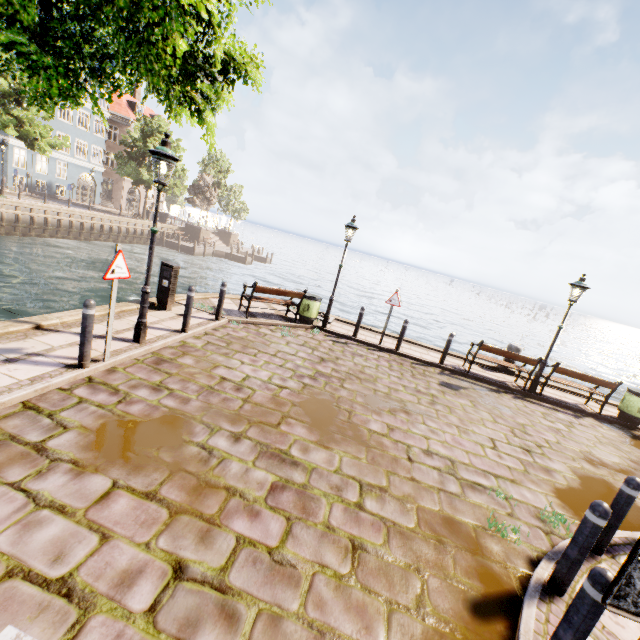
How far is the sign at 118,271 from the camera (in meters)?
4.86

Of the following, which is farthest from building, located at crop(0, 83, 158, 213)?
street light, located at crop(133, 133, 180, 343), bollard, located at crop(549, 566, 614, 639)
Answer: bollard, located at crop(549, 566, 614, 639)

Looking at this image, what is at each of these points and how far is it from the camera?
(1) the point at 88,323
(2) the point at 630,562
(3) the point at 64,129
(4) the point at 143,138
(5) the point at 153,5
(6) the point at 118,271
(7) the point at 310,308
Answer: (1) bollard, 4.8 meters
(2) sign, 1.6 meters
(3) building, 33.2 meters
(4) tree, 31.2 meters
(5) tree, 2.2 meters
(6) sign, 5.0 meters
(7) trash bin, 10.8 meters

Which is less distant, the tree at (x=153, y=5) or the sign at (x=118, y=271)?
the tree at (x=153, y=5)

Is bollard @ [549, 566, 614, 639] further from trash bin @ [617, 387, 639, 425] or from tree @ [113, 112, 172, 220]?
trash bin @ [617, 387, 639, 425]

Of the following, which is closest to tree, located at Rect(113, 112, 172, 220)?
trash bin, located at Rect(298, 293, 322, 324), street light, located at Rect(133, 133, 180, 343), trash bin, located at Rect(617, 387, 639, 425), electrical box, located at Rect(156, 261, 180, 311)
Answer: street light, located at Rect(133, 133, 180, 343)

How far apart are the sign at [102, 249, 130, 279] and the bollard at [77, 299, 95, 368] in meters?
0.4 m

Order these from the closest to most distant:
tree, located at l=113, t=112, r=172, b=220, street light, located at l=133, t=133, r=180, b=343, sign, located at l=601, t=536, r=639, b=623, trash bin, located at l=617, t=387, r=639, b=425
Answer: sign, located at l=601, t=536, r=639, b=623, street light, located at l=133, t=133, r=180, b=343, trash bin, located at l=617, t=387, r=639, b=425, tree, located at l=113, t=112, r=172, b=220
